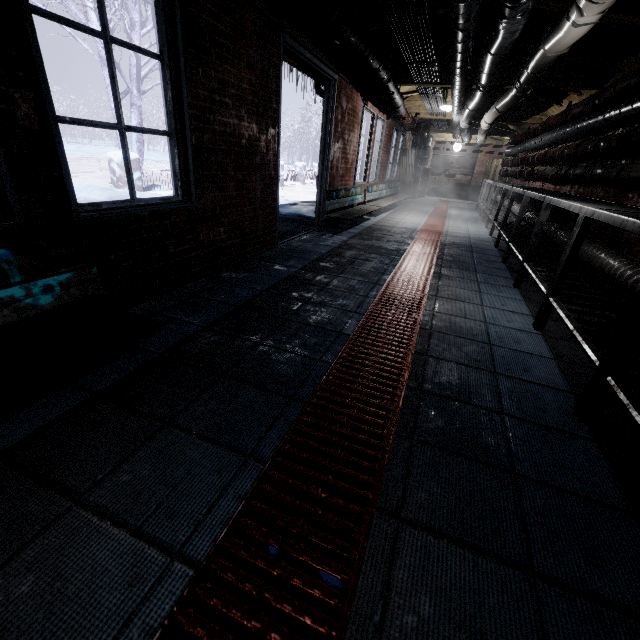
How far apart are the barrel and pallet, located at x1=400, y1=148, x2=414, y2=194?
0.8m

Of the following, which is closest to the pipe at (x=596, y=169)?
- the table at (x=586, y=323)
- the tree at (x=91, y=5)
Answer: the table at (x=586, y=323)

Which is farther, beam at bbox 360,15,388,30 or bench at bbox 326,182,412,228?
bench at bbox 326,182,412,228

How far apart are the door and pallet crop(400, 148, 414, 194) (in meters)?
6.39

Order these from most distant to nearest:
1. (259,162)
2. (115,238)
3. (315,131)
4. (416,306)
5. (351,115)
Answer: (315,131)
(351,115)
(259,162)
(416,306)
(115,238)

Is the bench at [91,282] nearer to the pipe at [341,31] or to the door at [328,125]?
the pipe at [341,31]

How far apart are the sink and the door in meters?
9.5

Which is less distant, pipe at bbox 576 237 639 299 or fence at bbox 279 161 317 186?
pipe at bbox 576 237 639 299
